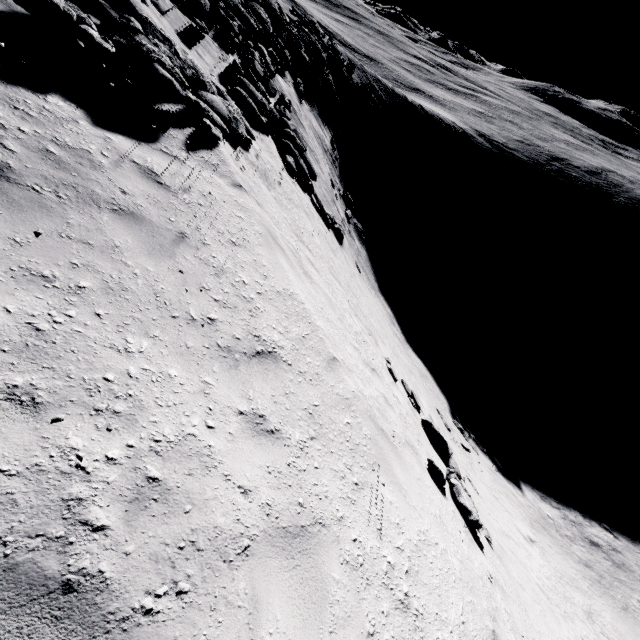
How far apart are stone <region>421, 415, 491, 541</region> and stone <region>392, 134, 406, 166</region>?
36.3 meters

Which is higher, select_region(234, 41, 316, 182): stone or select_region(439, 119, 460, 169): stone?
select_region(234, 41, 316, 182): stone

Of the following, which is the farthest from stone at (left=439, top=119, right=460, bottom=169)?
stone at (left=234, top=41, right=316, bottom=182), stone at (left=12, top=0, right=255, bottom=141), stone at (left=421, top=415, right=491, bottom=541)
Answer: stone at (left=421, top=415, right=491, bottom=541)

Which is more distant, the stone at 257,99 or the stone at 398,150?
the stone at 398,150

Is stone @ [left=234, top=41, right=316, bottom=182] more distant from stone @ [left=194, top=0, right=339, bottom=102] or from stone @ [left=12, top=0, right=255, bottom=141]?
stone @ [left=194, top=0, right=339, bottom=102]

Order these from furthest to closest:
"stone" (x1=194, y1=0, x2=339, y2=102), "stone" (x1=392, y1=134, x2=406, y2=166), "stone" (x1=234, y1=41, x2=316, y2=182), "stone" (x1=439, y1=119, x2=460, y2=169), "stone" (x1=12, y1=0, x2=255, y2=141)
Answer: "stone" (x1=439, y1=119, x2=460, y2=169)
"stone" (x1=392, y1=134, x2=406, y2=166)
"stone" (x1=194, y1=0, x2=339, y2=102)
"stone" (x1=234, y1=41, x2=316, y2=182)
"stone" (x1=12, y1=0, x2=255, y2=141)

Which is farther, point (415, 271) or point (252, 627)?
point (415, 271)

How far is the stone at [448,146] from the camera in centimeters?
4622cm
